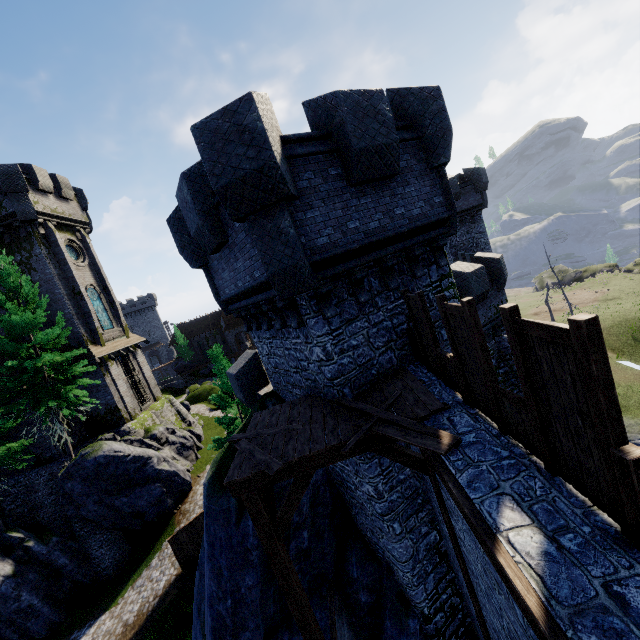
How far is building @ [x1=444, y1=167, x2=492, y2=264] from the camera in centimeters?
2536cm

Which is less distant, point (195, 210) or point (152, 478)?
point (195, 210)

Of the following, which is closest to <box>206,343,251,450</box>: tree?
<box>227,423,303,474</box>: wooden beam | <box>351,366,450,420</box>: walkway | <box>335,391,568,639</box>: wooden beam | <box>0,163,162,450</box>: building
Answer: <box>0,163,162,450</box>: building

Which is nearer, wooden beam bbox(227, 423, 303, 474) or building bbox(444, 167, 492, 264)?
wooden beam bbox(227, 423, 303, 474)

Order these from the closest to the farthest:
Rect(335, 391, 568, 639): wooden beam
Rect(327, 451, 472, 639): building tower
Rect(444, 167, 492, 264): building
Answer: Rect(335, 391, 568, 639): wooden beam
Rect(327, 451, 472, 639): building tower
Rect(444, 167, 492, 264): building

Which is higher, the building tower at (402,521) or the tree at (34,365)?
the tree at (34,365)

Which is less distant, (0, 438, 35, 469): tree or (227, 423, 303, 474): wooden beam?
(227, 423, 303, 474): wooden beam

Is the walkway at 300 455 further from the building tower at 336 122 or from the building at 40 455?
the building at 40 455
